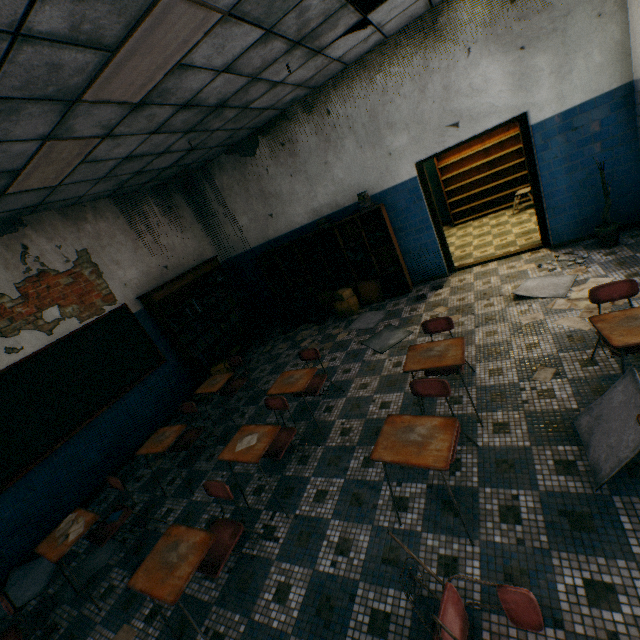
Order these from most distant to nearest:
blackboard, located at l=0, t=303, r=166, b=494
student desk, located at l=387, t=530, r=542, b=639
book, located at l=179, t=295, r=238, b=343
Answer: book, located at l=179, t=295, r=238, b=343 < blackboard, located at l=0, t=303, r=166, b=494 < student desk, located at l=387, t=530, r=542, b=639

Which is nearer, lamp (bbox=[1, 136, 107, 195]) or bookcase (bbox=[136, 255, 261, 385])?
lamp (bbox=[1, 136, 107, 195])

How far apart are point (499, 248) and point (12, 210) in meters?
8.1 m

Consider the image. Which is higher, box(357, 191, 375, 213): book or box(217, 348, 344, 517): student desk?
box(357, 191, 375, 213): book

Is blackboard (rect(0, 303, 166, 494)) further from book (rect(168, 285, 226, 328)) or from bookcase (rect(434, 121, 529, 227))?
bookcase (rect(434, 121, 529, 227))

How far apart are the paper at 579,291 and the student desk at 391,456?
1.9m

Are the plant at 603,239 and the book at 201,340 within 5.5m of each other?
no

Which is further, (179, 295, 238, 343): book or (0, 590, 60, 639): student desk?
(179, 295, 238, 343): book
